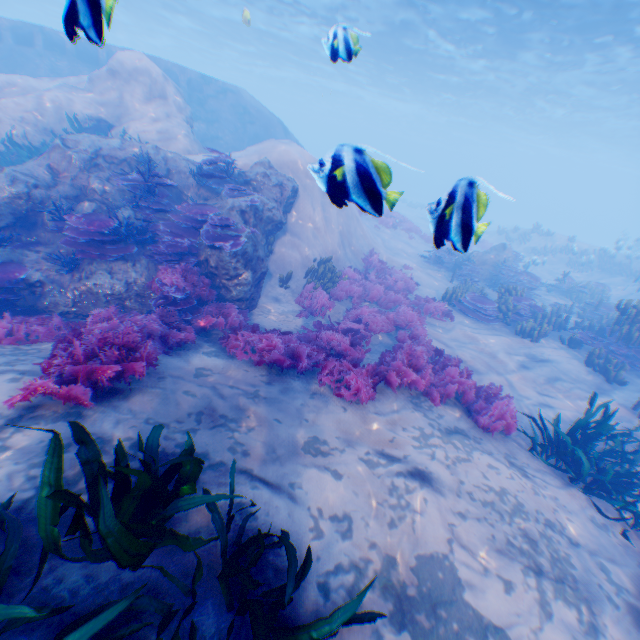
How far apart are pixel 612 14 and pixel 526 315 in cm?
1604

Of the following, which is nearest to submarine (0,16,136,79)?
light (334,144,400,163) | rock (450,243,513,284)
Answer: light (334,144,400,163)

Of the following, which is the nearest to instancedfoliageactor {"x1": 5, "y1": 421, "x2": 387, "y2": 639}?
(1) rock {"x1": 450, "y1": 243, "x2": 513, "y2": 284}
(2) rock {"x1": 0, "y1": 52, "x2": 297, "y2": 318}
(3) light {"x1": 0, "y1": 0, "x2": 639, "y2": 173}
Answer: (2) rock {"x1": 0, "y1": 52, "x2": 297, "y2": 318}

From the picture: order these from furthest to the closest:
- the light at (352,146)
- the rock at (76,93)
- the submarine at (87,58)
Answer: the submarine at (87,58), the rock at (76,93), the light at (352,146)

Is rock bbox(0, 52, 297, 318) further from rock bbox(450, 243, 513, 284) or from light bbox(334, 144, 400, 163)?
rock bbox(450, 243, 513, 284)

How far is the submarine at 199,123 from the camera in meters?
18.6

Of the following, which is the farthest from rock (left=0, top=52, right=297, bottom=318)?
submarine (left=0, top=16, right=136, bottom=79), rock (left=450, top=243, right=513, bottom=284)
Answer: rock (left=450, top=243, right=513, bottom=284)
